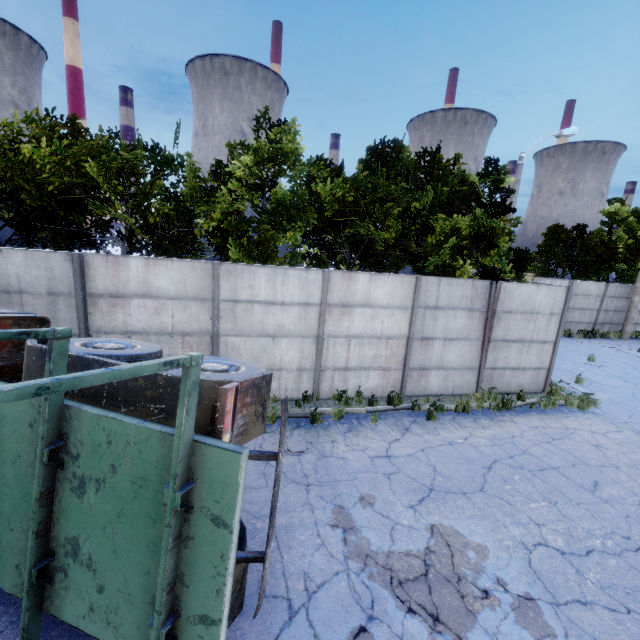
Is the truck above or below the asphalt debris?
above

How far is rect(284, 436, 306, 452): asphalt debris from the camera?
6.7m

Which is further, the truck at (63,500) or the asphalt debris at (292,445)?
the asphalt debris at (292,445)

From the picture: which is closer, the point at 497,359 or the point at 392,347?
the point at 392,347

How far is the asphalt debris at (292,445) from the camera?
6.7 meters

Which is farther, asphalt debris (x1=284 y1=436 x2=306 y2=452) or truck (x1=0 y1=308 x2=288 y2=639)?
asphalt debris (x1=284 y1=436 x2=306 y2=452)
